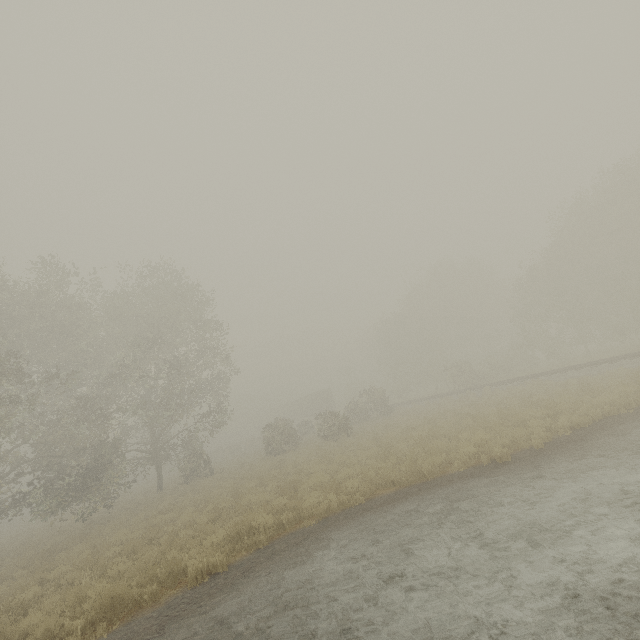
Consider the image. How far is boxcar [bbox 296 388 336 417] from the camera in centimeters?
5356cm

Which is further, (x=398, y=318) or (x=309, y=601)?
(x=398, y=318)

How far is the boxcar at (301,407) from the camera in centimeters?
5356cm
